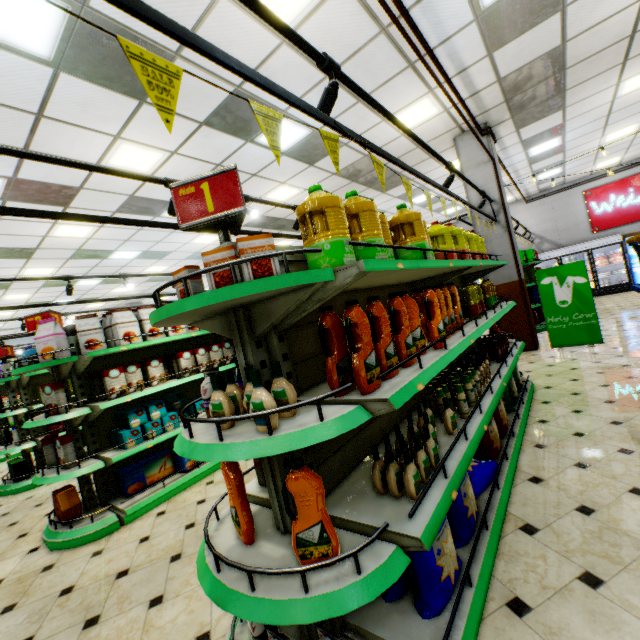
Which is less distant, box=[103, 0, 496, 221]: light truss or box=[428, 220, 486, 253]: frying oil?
box=[103, 0, 496, 221]: light truss

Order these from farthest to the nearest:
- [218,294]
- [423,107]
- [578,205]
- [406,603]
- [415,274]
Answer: [578,205]
[423,107]
[415,274]
[406,603]
[218,294]

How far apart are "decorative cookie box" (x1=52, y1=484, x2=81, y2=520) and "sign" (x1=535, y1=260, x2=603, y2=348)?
8.3 meters

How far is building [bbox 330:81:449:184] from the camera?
5.2m

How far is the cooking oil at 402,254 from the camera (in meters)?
2.28

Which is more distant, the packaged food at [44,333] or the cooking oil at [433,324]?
the packaged food at [44,333]

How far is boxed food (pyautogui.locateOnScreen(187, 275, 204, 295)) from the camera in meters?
1.6

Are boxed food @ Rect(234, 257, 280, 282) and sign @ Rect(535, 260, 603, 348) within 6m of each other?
no
